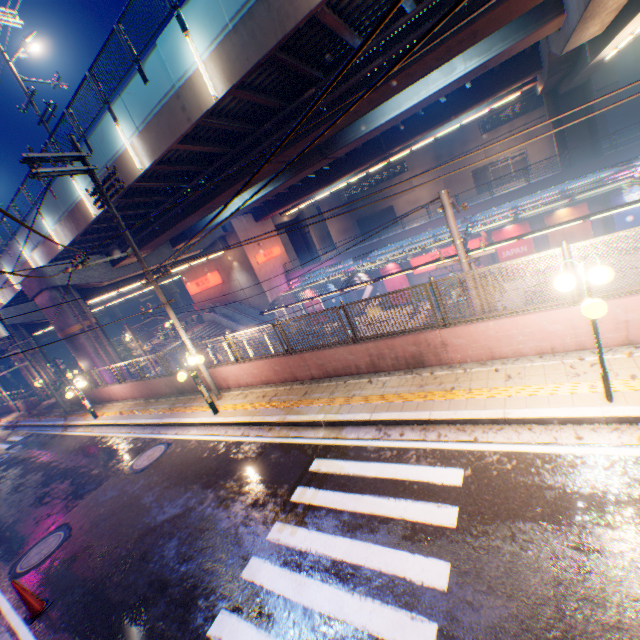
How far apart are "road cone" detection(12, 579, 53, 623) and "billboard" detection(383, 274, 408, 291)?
30.1 meters

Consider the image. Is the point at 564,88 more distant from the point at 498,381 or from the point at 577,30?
the point at 498,381

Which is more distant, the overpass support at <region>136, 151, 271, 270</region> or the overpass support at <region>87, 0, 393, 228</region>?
the overpass support at <region>136, 151, 271, 270</region>

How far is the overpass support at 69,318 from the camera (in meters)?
21.53

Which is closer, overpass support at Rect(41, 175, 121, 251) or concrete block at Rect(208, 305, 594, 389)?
concrete block at Rect(208, 305, 594, 389)

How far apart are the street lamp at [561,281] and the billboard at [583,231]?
24.3m

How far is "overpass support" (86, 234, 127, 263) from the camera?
21.7 meters

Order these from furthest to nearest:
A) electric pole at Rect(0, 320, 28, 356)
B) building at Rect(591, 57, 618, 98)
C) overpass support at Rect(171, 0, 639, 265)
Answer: building at Rect(591, 57, 618, 98)
electric pole at Rect(0, 320, 28, 356)
overpass support at Rect(171, 0, 639, 265)
